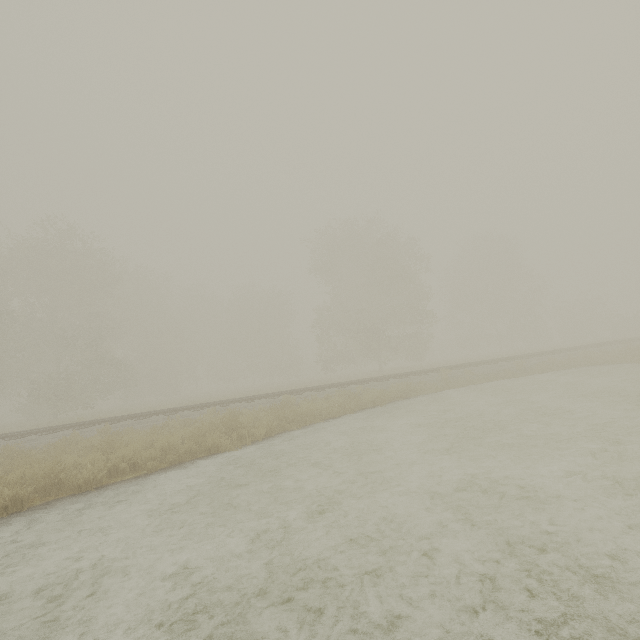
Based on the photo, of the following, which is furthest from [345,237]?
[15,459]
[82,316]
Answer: [15,459]
